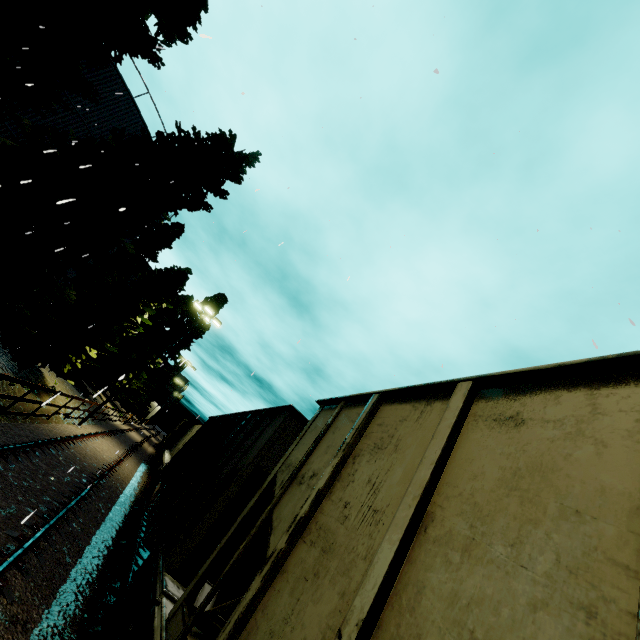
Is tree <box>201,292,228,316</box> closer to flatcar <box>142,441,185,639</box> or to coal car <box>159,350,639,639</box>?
coal car <box>159,350,639,639</box>

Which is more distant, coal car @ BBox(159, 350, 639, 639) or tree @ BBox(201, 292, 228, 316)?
tree @ BBox(201, 292, 228, 316)

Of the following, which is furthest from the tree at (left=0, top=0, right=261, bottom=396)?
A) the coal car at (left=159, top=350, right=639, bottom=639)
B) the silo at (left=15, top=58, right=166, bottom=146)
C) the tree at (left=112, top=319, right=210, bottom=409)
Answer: the tree at (left=112, top=319, right=210, bottom=409)

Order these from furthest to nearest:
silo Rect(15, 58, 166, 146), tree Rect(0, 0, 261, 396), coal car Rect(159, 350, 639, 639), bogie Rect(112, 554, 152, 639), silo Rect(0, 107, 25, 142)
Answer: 1. silo Rect(15, 58, 166, 146)
2. silo Rect(0, 107, 25, 142)
3. tree Rect(0, 0, 261, 396)
4. bogie Rect(112, 554, 152, 639)
5. coal car Rect(159, 350, 639, 639)

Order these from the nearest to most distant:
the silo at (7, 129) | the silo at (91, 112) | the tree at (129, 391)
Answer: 1. the silo at (7, 129)
2. the silo at (91, 112)
3. the tree at (129, 391)

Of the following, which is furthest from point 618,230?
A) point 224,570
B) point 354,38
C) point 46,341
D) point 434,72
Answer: point 46,341

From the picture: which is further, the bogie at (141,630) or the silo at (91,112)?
the silo at (91,112)

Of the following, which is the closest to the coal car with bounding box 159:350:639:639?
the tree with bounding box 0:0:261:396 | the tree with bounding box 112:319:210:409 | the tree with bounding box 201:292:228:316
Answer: the tree with bounding box 0:0:261:396
